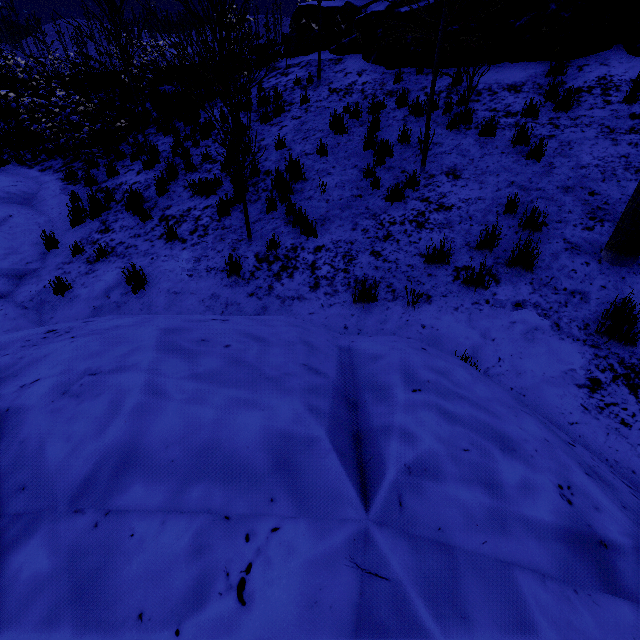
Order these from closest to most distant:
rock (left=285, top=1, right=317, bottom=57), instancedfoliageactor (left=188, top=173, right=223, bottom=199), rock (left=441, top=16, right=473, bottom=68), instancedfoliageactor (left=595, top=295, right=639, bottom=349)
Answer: instancedfoliageactor (left=595, top=295, right=639, bottom=349) → instancedfoliageactor (left=188, top=173, right=223, bottom=199) → rock (left=441, top=16, right=473, bottom=68) → rock (left=285, top=1, right=317, bottom=57)

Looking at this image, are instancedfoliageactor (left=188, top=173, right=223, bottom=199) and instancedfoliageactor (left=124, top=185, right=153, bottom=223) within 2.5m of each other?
yes

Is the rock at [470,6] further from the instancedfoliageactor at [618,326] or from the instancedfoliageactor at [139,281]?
the instancedfoliageactor at [139,281]

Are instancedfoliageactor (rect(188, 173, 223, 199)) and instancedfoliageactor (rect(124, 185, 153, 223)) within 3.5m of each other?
yes

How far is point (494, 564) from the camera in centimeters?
119cm

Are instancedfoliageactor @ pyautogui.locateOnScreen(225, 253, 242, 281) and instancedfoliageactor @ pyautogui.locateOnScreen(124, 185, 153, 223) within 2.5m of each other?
no

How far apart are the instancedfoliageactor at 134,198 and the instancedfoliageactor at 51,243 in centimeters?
155cm

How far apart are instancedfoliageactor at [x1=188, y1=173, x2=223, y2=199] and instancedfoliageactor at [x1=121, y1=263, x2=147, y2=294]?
2.53m
